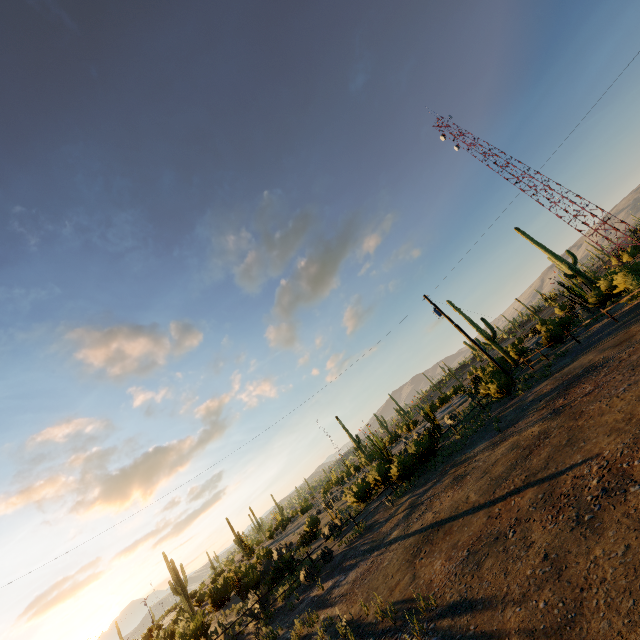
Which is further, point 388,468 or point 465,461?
point 388,468
